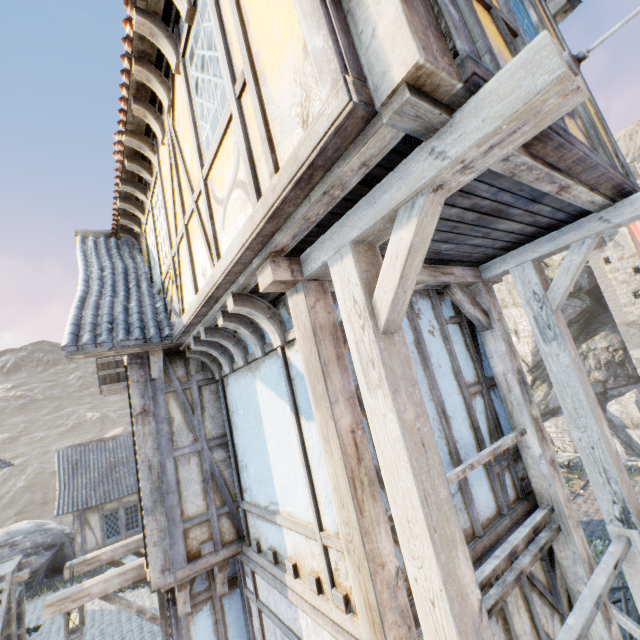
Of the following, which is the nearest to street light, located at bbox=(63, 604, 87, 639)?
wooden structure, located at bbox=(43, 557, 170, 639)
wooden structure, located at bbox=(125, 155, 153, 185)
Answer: wooden structure, located at bbox=(43, 557, 170, 639)

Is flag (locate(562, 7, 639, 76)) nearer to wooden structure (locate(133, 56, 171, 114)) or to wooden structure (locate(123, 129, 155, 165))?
wooden structure (locate(133, 56, 171, 114))

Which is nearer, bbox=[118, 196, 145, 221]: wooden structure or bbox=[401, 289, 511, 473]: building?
bbox=[401, 289, 511, 473]: building

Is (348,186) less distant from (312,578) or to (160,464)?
(312,578)

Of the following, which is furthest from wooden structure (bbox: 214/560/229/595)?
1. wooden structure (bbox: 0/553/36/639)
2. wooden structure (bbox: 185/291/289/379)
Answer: wooden structure (bbox: 0/553/36/639)

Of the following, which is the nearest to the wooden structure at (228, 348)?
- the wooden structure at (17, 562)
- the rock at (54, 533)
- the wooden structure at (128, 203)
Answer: the wooden structure at (128, 203)

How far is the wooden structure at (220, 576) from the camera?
A: 4.4 meters

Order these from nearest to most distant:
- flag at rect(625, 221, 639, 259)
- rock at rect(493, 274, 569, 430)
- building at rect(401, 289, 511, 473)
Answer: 1. building at rect(401, 289, 511, 473)
2. flag at rect(625, 221, 639, 259)
3. rock at rect(493, 274, 569, 430)
